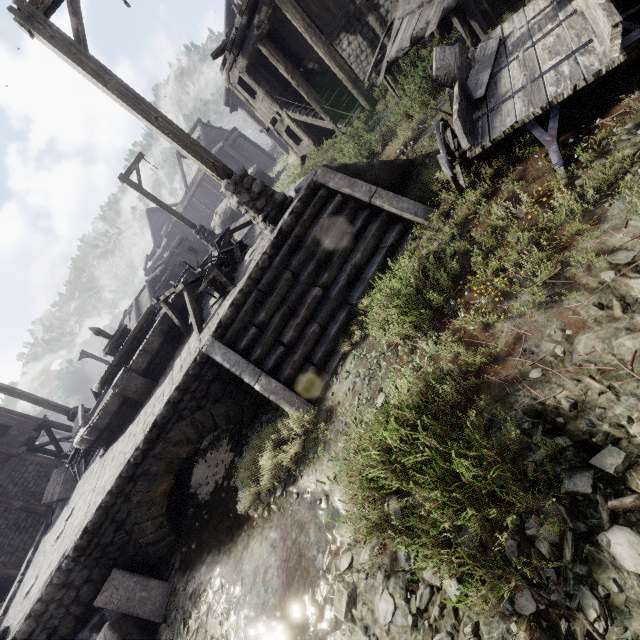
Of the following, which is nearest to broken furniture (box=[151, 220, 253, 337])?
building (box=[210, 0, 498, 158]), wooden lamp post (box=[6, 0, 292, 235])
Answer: wooden lamp post (box=[6, 0, 292, 235])

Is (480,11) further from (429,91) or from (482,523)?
(482,523)

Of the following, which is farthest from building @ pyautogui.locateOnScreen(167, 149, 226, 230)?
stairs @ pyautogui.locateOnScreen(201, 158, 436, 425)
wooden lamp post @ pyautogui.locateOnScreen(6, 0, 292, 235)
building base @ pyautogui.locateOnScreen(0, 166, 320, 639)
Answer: wooden lamp post @ pyautogui.locateOnScreen(6, 0, 292, 235)

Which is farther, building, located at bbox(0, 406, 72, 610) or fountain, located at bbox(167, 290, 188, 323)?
building, located at bbox(0, 406, 72, 610)

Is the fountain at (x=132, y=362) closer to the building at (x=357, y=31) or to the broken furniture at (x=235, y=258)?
the broken furniture at (x=235, y=258)

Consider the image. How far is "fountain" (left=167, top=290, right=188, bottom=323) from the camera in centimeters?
870cm

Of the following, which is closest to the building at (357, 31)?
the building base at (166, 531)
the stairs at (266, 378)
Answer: the stairs at (266, 378)

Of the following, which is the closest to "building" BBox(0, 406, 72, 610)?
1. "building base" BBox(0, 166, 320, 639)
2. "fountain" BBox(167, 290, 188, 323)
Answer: "building base" BBox(0, 166, 320, 639)
